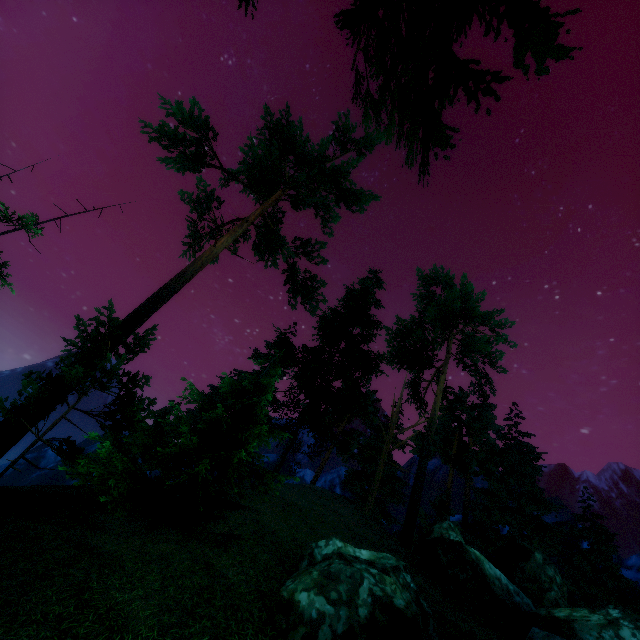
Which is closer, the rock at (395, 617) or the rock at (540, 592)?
the rock at (395, 617)

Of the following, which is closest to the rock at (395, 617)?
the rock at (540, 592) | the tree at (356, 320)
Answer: the rock at (540, 592)

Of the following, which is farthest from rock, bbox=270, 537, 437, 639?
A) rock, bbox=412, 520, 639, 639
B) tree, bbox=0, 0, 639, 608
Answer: tree, bbox=0, 0, 639, 608

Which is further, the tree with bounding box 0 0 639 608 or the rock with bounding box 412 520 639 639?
the rock with bounding box 412 520 639 639

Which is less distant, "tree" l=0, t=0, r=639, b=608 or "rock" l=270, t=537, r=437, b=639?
"tree" l=0, t=0, r=639, b=608

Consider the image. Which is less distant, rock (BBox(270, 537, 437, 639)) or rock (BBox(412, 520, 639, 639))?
rock (BBox(270, 537, 437, 639))

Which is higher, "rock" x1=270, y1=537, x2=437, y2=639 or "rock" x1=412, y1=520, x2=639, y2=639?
"rock" x1=412, y1=520, x2=639, y2=639

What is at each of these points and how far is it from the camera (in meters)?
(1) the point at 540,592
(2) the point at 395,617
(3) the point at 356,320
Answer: (1) rock, 15.41
(2) rock, 7.73
(3) tree, 23.11
